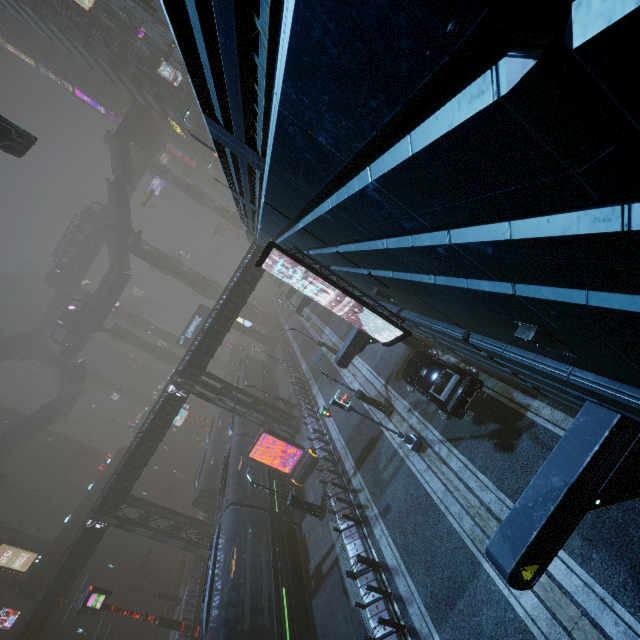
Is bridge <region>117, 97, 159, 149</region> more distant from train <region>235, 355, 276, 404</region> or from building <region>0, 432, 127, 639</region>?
train <region>235, 355, 276, 404</region>

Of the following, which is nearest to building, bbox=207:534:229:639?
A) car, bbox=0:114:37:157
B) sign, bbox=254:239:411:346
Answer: sign, bbox=254:239:411:346

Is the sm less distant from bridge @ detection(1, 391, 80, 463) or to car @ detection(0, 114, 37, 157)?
car @ detection(0, 114, 37, 157)

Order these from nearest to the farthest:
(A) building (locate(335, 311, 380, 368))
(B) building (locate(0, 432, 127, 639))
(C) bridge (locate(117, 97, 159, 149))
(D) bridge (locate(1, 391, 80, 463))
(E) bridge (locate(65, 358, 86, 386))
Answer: (A) building (locate(335, 311, 380, 368))
(B) building (locate(0, 432, 127, 639))
(D) bridge (locate(1, 391, 80, 463))
(C) bridge (locate(117, 97, 159, 149))
(E) bridge (locate(65, 358, 86, 386))

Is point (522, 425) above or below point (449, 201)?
below

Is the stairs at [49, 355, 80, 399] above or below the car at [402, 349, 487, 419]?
above

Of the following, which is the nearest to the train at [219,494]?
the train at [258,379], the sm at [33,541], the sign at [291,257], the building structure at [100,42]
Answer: the sm at [33,541]

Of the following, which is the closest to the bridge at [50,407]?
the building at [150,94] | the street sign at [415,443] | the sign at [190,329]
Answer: the building at [150,94]
